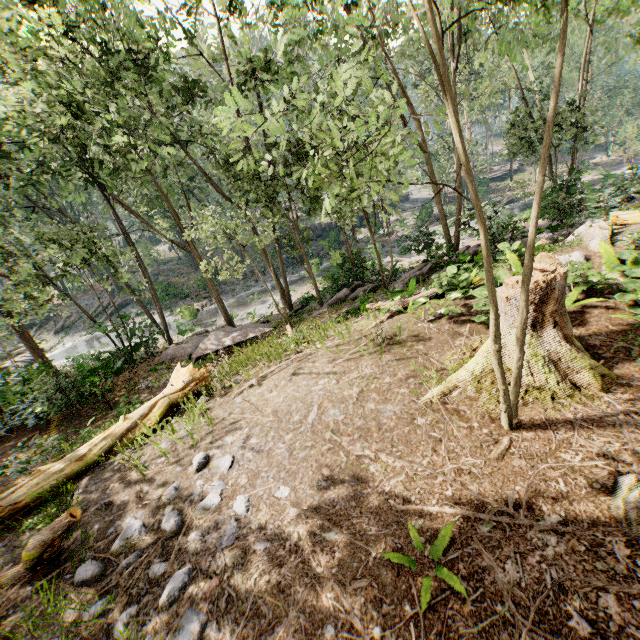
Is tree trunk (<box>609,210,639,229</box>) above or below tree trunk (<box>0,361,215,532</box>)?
above

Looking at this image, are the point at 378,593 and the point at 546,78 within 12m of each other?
no

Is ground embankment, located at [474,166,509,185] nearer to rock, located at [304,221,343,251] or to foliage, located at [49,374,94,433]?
foliage, located at [49,374,94,433]

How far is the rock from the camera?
37.6 meters

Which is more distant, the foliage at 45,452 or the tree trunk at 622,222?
the tree trunk at 622,222

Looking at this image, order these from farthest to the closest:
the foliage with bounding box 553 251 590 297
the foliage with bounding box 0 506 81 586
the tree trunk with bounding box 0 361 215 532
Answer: the foliage with bounding box 553 251 590 297 < the tree trunk with bounding box 0 361 215 532 < the foliage with bounding box 0 506 81 586

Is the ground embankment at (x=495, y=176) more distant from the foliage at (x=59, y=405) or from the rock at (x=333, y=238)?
the rock at (x=333, y=238)

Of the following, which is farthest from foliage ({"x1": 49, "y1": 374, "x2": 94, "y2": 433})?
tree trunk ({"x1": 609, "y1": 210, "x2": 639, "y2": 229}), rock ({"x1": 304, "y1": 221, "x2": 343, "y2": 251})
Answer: tree trunk ({"x1": 609, "y1": 210, "x2": 639, "y2": 229})
